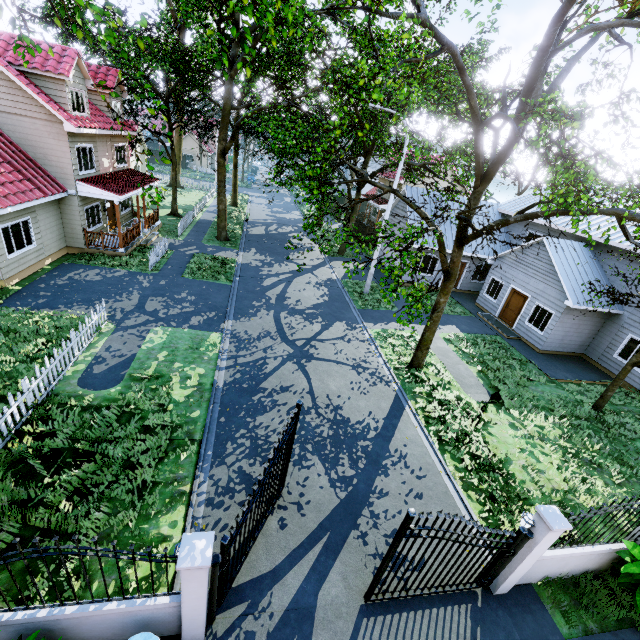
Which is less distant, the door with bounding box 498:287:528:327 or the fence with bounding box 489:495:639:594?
the fence with bounding box 489:495:639:594

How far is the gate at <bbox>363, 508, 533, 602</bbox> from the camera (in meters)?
5.31

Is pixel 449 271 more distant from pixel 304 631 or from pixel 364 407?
pixel 304 631

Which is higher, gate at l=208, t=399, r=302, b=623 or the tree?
the tree

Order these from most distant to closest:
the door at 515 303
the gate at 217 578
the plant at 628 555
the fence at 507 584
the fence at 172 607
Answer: the door at 515 303, the plant at 628 555, the fence at 507 584, the gate at 217 578, the fence at 172 607

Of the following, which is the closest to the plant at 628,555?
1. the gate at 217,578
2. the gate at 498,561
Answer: the gate at 498,561

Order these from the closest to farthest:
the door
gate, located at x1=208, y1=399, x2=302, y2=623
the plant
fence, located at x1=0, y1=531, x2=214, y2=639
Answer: fence, located at x1=0, y1=531, x2=214, y2=639 → gate, located at x1=208, y1=399, x2=302, y2=623 → the plant → the door

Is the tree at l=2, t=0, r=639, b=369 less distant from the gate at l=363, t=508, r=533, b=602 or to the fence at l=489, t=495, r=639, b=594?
the fence at l=489, t=495, r=639, b=594
